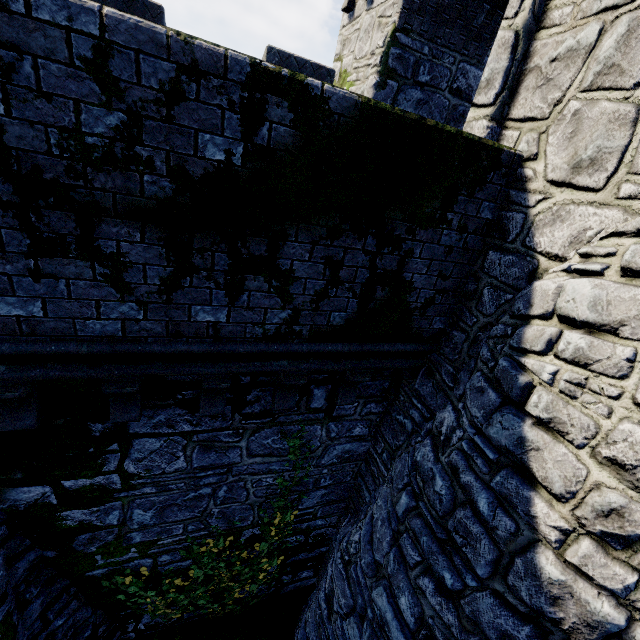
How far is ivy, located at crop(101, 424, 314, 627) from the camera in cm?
563

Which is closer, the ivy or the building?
the building

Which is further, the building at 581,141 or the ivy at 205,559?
the ivy at 205,559

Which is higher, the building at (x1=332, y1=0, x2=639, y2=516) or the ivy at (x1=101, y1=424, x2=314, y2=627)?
the building at (x1=332, y1=0, x2=639, y2=516)

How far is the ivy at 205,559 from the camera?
5.6m

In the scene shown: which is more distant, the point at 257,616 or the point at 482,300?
the point at 257,616
